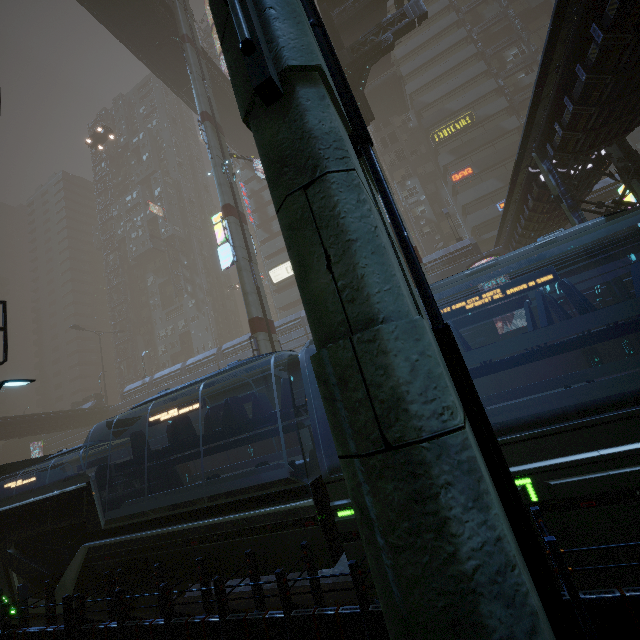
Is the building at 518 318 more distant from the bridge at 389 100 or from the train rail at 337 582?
the bridge at 389 100

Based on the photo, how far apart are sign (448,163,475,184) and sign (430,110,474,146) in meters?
4.3 m

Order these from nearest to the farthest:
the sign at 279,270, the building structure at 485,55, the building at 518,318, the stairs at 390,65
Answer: the building at 518,318 < the stairs at 390,65 < the building structure at 485,55 < the sign at 279,270

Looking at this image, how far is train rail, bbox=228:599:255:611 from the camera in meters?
7.2

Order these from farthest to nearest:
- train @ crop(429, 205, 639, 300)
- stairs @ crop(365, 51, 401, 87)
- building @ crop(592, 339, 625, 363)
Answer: stairs @ crop(365, 51, 401, 87) < building @ crop(592, 339, 625, 363) < train @ crop(429, 205, 639, 300)

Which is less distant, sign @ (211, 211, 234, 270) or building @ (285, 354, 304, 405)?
sign @ (211, 211, 234, 270)

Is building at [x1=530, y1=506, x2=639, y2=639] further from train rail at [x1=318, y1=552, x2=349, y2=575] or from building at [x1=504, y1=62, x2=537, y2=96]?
building at [x1=504, y1=62, x2=537, y2=96]

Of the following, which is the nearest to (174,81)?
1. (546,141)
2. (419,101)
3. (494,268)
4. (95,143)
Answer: (95,143)
